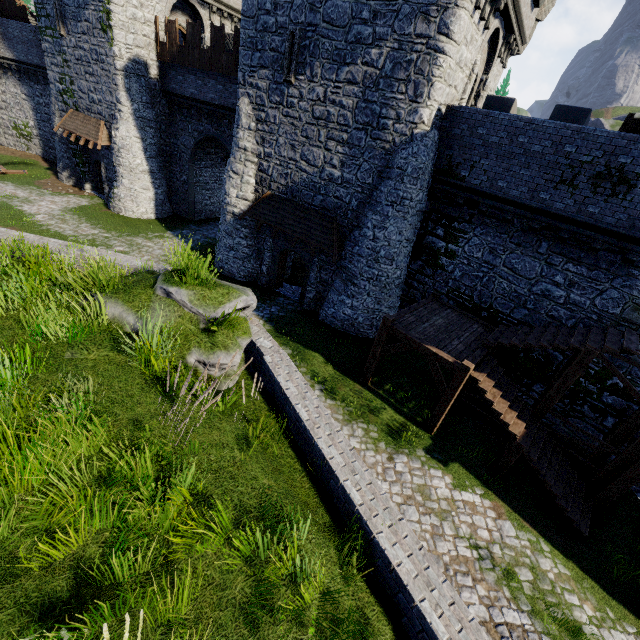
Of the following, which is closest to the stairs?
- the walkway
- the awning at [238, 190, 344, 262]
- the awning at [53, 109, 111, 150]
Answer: the walkway

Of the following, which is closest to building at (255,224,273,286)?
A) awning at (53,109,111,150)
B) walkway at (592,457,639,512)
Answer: awning at (53,109,111,150)

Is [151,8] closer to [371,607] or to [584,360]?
[584,360]

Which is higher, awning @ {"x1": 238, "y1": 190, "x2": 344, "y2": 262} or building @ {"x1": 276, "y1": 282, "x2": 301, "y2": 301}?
awning @ {"x1": 238, "y1": 190, "x2": 344, "y2": 262}

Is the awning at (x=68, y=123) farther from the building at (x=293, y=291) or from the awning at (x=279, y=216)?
the awning at (x=279, y=216)

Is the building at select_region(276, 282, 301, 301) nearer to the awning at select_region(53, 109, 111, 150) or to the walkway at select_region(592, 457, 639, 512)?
the awning at select_region(53, 109, 111, 150)

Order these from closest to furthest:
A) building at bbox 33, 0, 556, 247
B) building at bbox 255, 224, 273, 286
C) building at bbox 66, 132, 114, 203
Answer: building at bbox 33, 0, 556, 247 < building at bbox 255, 224, 273, 286 < building at bbox 66, 132, 114, 203

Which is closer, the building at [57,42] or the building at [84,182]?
the building at [57,42]
